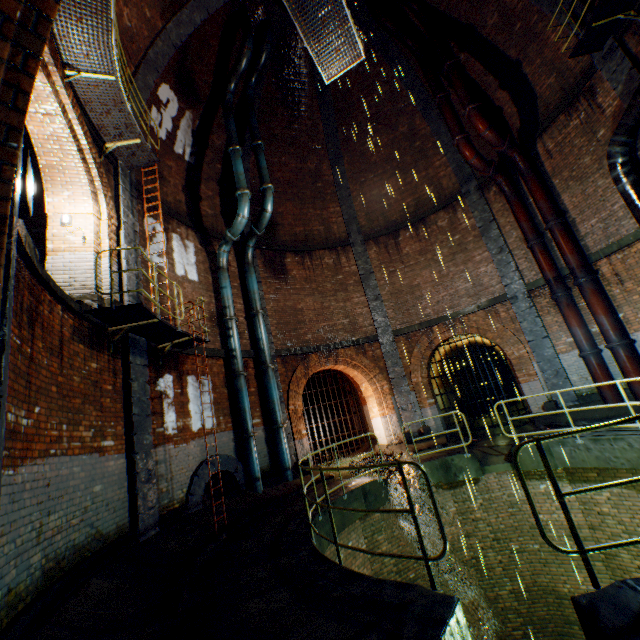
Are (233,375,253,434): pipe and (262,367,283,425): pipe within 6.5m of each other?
yes

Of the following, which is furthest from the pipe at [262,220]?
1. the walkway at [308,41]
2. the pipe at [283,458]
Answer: the pipe at [283,458]

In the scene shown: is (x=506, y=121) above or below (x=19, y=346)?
above

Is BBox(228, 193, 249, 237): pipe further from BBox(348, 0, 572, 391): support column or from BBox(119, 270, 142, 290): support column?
BBox(348, 0, 572, 391): support column

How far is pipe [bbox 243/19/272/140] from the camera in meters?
12.5

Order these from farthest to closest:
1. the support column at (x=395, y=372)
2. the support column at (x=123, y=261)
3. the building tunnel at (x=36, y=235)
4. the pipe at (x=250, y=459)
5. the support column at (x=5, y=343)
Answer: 1. the support column at (x=395, y=372)
2. the pipe at (x=250, y=459)
3. the support column at (x=123, y=261)
4. the building tunnel at (x=36, y=235)
5. the support column at (x=5, y=343)

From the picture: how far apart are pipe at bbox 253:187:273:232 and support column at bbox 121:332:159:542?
4.1m

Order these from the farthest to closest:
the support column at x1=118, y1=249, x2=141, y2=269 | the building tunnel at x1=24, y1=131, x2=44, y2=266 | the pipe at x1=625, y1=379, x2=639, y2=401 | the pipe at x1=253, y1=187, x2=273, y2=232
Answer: the pipe at x1=253, y1=187, x2=273, y2=232, the pipe at x1=625, y1=379, x2=639, y2=401, the support column at x1=118, y1=249, x2=141, y2=269, the building tunnel at x1=24, y1=131, x2=44, y2=266
